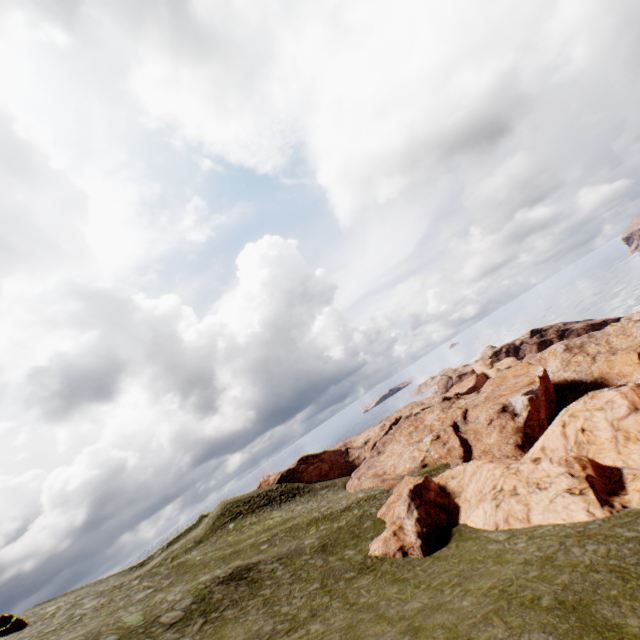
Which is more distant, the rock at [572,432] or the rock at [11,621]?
the rock at [11,621]

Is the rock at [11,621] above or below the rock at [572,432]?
above

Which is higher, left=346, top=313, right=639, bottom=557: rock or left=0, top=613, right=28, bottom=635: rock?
left=0, top=613, right=28, bottom=635: rock

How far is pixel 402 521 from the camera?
25.4 meters

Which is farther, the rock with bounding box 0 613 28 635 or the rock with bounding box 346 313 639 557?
the rock with bounding box 0 613 28 635
